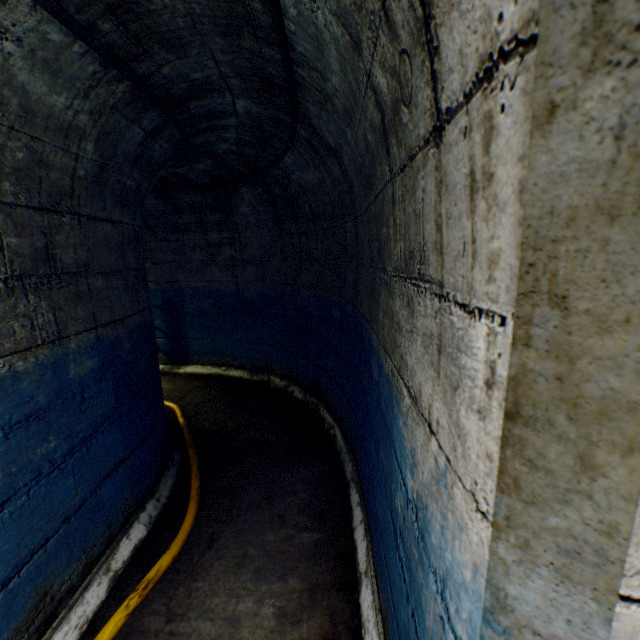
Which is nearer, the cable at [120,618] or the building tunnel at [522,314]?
the building tunnel at [522,314]

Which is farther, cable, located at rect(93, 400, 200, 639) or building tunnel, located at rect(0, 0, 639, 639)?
cable, located at rect(93, 400, 200, 639)

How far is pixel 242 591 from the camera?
1.97m
